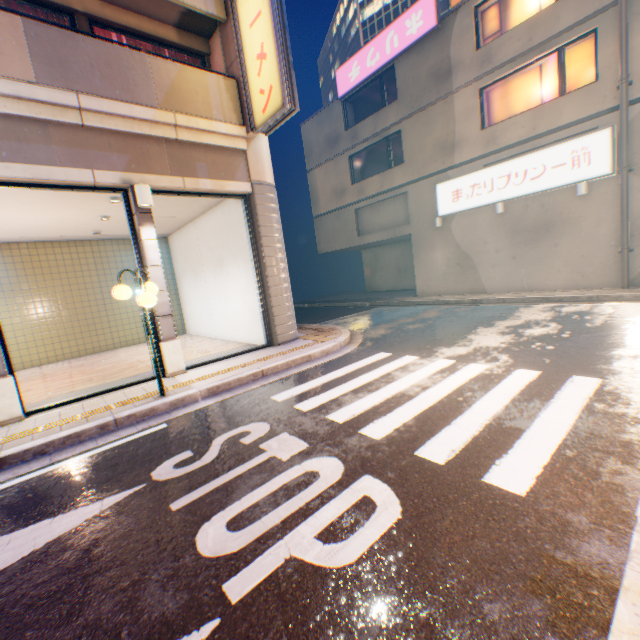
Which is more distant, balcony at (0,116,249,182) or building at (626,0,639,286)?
building at (626,0,639,286)

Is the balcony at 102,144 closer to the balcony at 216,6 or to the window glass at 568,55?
the balcony at 216,6

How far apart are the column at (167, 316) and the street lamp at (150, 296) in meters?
0.9

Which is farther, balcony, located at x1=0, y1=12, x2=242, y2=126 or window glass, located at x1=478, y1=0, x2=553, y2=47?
window glass, located at x1=478, y1=0, x2=553, y2=47

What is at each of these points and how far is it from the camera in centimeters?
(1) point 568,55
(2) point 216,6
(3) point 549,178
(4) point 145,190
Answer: (1) window glass, 1123cm
(2) balcony, 766cm
(3) sign, 1164cm
(4) street lamp, 660cm

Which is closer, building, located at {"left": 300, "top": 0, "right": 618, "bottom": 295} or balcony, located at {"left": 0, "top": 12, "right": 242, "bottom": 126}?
balcony, located at {"left": 0, "top": 12, "right": 242, "bottom": 126}

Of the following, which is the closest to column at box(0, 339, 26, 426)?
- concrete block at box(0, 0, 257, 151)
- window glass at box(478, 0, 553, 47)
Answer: concrete block at box(0, 0, 257, 151)

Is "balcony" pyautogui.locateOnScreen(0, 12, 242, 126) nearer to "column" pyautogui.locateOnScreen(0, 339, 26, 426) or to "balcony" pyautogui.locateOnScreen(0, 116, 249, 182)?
"balcony" pyautogui.locateOnScreen(0, 116, 249, 182)
